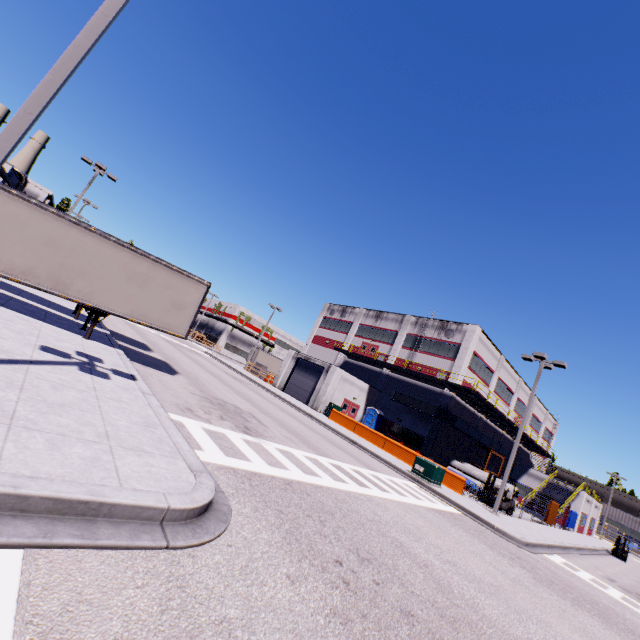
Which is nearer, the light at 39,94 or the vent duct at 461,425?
the light at 39,94

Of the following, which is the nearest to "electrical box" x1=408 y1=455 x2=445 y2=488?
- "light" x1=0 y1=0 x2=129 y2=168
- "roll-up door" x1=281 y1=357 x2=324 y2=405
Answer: "roll-up door" x1=281 y1=357 x2=324 y2=405

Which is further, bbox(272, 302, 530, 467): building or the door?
the door

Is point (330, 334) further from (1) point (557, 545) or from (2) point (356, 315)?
(1) point (557, 545)

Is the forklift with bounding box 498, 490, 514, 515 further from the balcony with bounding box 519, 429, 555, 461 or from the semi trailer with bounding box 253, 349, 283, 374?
the semi trailer with bounding box 253, 349, 283, 374

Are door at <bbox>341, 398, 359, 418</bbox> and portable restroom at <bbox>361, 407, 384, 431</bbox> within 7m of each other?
yes

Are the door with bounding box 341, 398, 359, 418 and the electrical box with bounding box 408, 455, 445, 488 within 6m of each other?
no

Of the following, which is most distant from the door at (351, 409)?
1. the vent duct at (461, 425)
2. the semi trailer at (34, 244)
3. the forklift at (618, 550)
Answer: the forklift at (618, 550)
